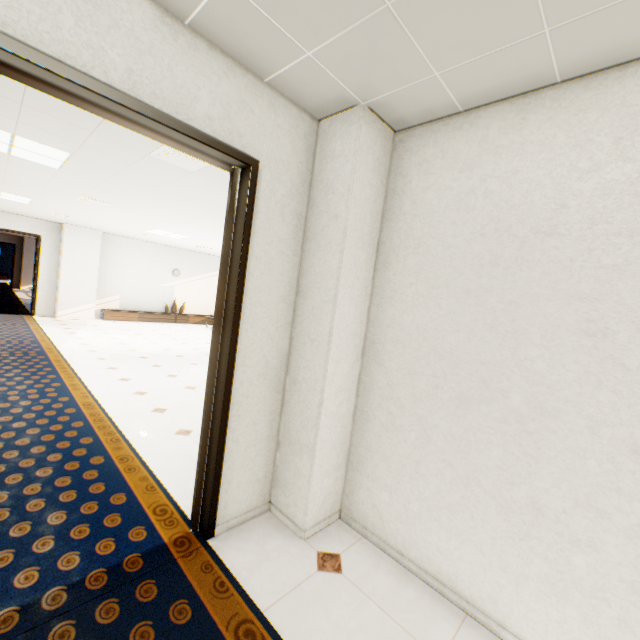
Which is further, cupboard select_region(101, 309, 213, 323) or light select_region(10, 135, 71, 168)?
cupboard select_region(101, 309, 213, 323)

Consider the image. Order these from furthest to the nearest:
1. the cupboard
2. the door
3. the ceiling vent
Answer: the cupboard, the ceiling vent, the door

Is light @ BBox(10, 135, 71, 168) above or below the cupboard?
above

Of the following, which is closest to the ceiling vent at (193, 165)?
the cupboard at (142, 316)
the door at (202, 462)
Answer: the door at (202, 462)

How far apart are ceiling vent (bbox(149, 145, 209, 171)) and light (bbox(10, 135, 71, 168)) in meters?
1.1 m

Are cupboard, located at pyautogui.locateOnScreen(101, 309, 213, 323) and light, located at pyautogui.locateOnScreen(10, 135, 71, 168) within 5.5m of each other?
no

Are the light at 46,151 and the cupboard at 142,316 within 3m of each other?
no

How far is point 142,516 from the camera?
2.3 meters
